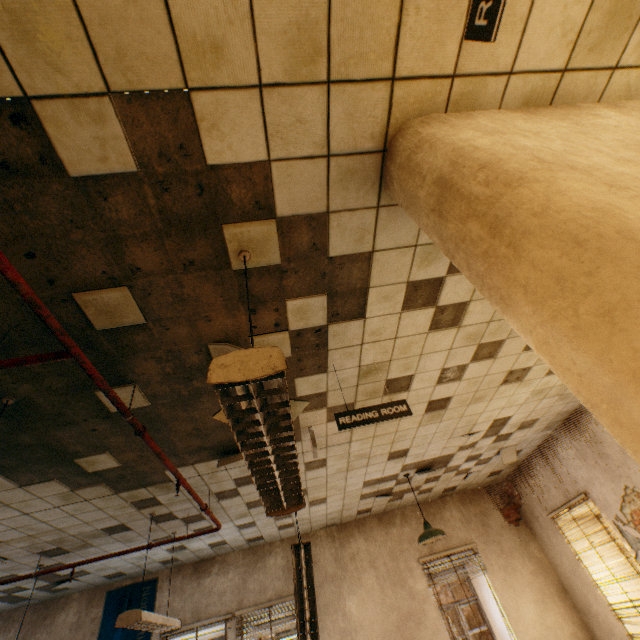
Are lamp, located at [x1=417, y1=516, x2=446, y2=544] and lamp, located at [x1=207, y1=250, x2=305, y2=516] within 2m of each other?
no

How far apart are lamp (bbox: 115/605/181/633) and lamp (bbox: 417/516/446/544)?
3.7 meters

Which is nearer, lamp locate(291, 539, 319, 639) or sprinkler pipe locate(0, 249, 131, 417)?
sprinkler pipe locate(0, 249, 131, 417)

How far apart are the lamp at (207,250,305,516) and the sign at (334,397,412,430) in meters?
0.6

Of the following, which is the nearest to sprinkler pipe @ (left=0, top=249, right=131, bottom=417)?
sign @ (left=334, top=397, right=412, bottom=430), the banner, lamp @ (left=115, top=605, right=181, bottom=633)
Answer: lamp @ (left=115, top=605, right=181, bottom=633)

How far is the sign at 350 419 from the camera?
2.7m

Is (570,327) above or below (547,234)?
below

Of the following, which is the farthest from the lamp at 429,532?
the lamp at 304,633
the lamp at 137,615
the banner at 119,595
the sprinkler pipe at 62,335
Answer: the banner at 119,595
